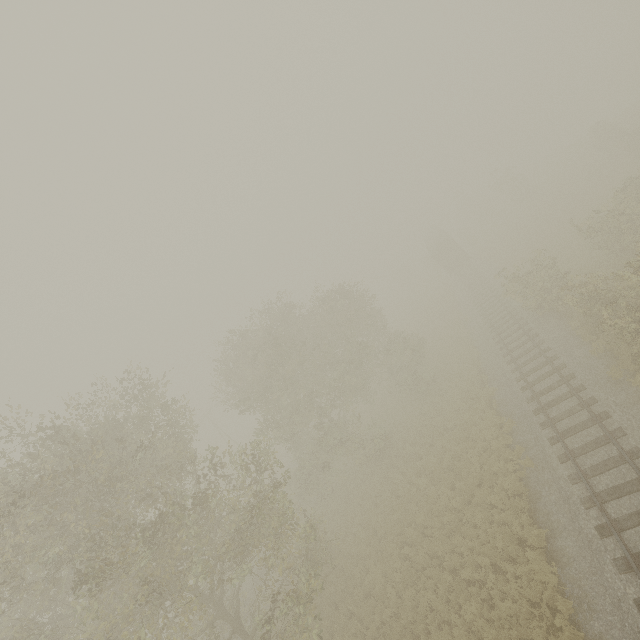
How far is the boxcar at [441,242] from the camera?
41.03m

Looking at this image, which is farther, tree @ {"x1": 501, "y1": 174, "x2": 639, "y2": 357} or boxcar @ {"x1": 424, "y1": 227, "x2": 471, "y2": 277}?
boxcar @ {"x1": 424, "y1": 227, "x2": 471, "y2": 277}

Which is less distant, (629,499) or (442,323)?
(629,499)

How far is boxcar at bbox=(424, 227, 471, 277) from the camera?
41.0 meters

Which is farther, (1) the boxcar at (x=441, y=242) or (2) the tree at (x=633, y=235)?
(1) the boxcar at (x=441, y=242)
